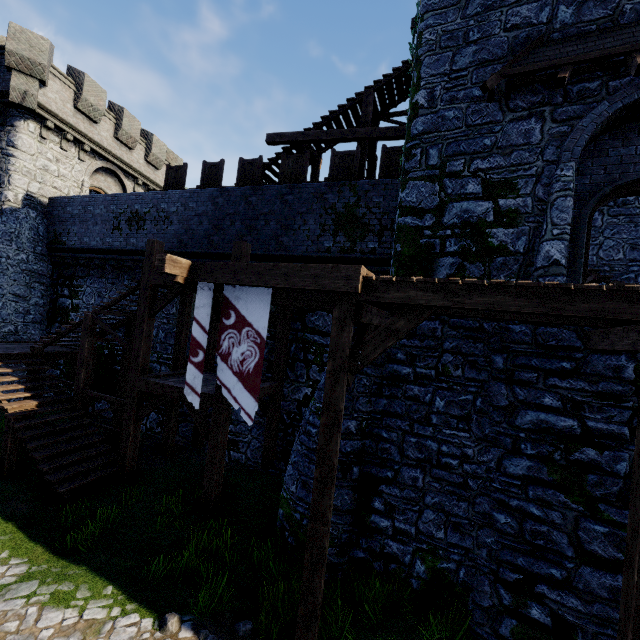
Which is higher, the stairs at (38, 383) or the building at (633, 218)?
the building at (633, 218)

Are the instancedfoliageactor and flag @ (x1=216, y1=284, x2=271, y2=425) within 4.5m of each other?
yes

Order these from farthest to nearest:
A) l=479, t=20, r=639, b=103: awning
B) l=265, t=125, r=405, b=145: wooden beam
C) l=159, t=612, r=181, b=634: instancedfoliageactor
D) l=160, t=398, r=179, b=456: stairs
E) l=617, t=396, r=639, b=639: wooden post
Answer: l=265, t=125, r=405, b=145: wooden beam, l=160, t=398, r=179, b=456: stairs, l=479, t=20, r=639, b=103: awning, l=159, t=612, r=181, b=634: instancedfoliageactor, l=617, t=396, r=639, b=639: wooden post

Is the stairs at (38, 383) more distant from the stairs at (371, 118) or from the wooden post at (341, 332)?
the wooden post at (341, 332)

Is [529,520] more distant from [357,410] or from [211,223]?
[211,223]

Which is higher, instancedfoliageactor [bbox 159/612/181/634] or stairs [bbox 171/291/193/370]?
stairs [bbox 171/291/193/370]

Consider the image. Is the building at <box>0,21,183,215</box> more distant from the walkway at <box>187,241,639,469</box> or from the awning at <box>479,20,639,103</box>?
the awning at <box>479,20,639,103</box>

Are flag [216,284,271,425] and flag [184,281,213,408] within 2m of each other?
yes
